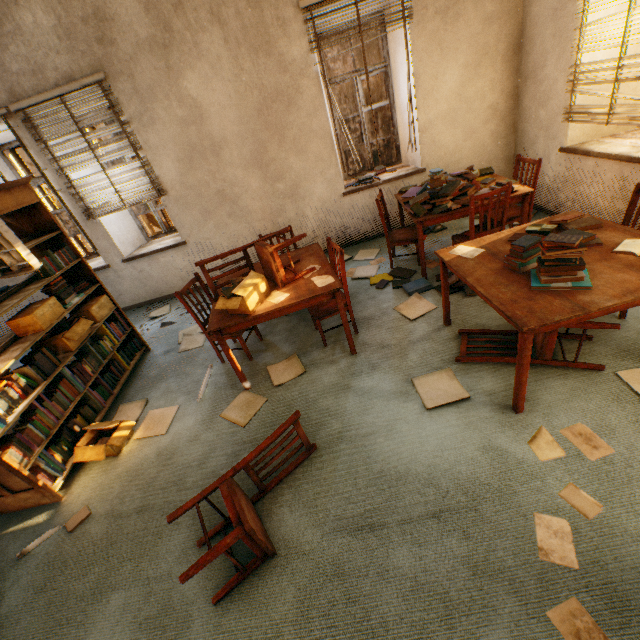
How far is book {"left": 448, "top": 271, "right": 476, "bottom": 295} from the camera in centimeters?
337cm

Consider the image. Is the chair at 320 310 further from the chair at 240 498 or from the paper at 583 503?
the paper at 583 503

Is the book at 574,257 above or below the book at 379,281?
above

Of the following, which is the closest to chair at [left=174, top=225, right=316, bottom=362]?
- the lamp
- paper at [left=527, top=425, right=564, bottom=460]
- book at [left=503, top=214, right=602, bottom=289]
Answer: the lamp

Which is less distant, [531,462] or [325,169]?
[531,462]

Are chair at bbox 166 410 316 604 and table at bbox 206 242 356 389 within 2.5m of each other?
yes

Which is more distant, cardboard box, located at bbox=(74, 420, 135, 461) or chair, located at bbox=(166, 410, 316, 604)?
cardboard box, located at bbox=(74, 420, 135, 461)

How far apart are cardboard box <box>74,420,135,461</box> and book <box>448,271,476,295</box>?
3.0m
